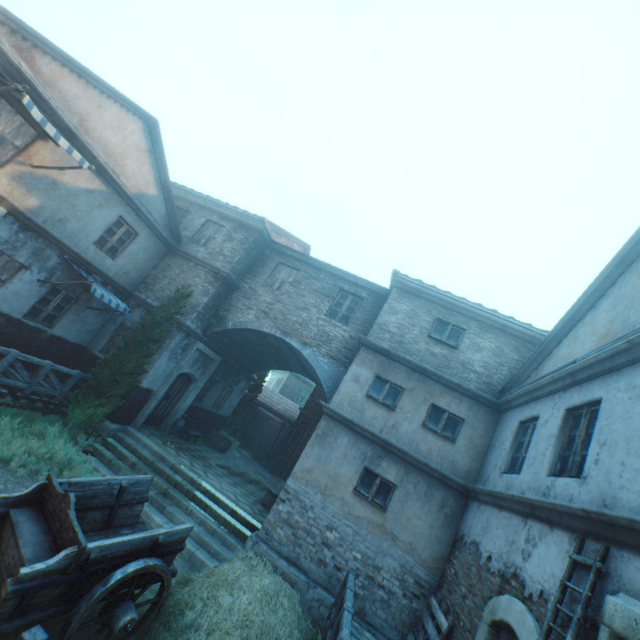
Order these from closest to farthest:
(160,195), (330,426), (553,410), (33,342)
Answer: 1. (553,410)
2. (330,426)
3. (33,342)
4. (160,195)

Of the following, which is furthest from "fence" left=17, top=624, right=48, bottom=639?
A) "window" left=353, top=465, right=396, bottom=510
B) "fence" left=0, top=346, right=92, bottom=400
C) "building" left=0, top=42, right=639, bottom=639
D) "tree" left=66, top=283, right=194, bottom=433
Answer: "tree" left=66, top=283, right=194, bottom=433

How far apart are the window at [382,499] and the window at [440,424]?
1.8m

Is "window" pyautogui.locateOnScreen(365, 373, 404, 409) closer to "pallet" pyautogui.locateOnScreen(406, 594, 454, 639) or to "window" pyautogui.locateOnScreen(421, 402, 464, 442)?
"window" pyautogui.locateOnScreen(421, 402, 464, 442)

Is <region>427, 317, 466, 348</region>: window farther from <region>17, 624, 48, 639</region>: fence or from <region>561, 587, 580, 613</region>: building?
<region>17, 624, 48, 639</region>: fence

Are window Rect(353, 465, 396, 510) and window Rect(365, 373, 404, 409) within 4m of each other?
yes

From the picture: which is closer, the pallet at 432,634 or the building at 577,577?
the building at 577,577

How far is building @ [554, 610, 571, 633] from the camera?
3.70m
